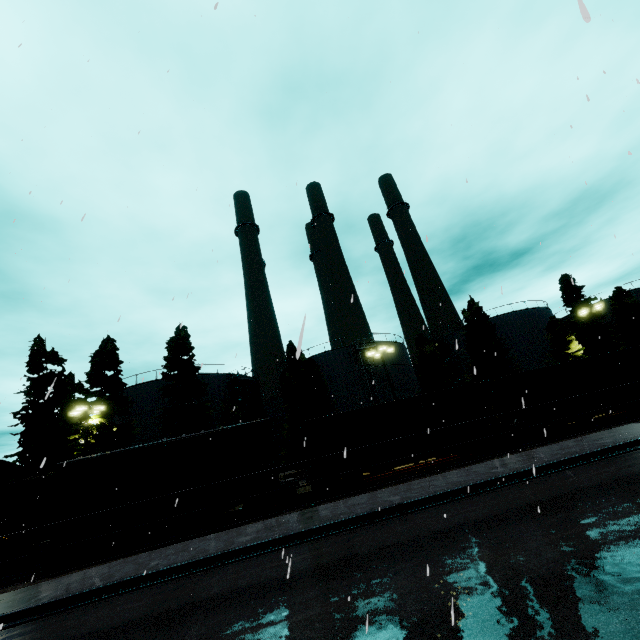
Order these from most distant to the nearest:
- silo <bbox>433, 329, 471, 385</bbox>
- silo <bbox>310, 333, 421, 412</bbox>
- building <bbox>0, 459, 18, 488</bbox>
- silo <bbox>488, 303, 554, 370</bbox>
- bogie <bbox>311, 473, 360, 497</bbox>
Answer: silo <bbox>433, 329, 471, 385</bbox> → silo <bbox>488, 303, 554, 370</bbox> → silo <bbox>310, 333, 421, 412</bbox> → building <bbox>0, 459, 18, 488</bbox> → bogie <bbox>311, 473, 360, 497</bbox>

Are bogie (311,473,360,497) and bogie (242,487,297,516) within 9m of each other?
yes

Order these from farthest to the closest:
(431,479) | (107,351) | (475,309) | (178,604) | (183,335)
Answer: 1. (475,309)
2. (183,335)
3. (107,351)
4. (431,479)
5. (178,604)

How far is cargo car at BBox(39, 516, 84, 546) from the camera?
15.5 meters

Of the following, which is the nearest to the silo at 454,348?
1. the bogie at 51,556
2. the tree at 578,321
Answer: the tree at 578,321

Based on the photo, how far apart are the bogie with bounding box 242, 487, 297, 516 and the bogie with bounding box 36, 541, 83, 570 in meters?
6.6

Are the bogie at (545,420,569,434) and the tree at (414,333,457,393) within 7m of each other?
no

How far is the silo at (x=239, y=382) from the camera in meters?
34.4 m
